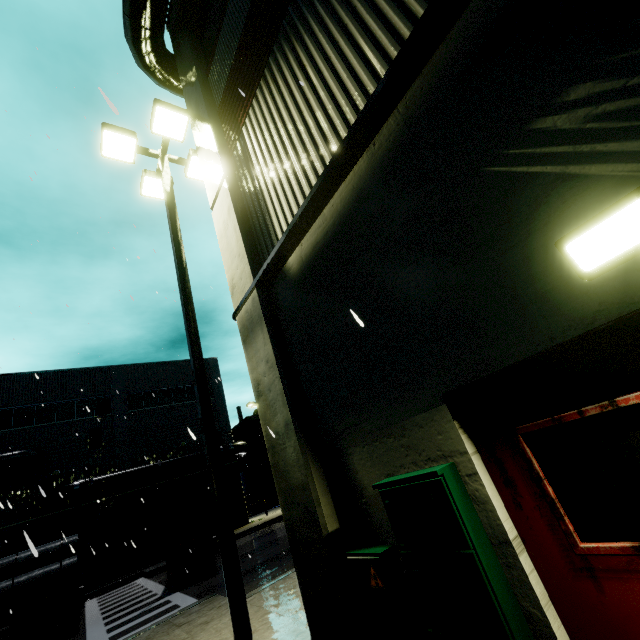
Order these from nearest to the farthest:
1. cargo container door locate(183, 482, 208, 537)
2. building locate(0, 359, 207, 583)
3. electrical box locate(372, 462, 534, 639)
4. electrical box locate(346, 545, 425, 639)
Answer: electrical box locate(372, 462, 534, 639), electrical box locate(346, 545, 425, 639), cargo container door locate(183, 482, 208, 537), building locate(0, 359, 207, 583)

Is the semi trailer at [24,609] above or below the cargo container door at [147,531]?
below

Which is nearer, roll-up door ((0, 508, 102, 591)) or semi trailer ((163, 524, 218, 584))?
semi trailer ((163, 524, 218, 584))

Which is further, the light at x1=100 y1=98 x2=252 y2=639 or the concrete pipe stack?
the concrete pipe stack

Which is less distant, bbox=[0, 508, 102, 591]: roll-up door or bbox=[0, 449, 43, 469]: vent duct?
bbox=[0, 508, 102, 591]: roll-up door

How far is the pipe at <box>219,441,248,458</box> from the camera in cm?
2673

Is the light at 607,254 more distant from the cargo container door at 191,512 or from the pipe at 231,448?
the pipe at 231,448

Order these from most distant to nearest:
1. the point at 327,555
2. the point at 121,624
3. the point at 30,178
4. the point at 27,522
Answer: the point at 27,522, the point at 121,624, the point at 30,178, the point at 327,555
